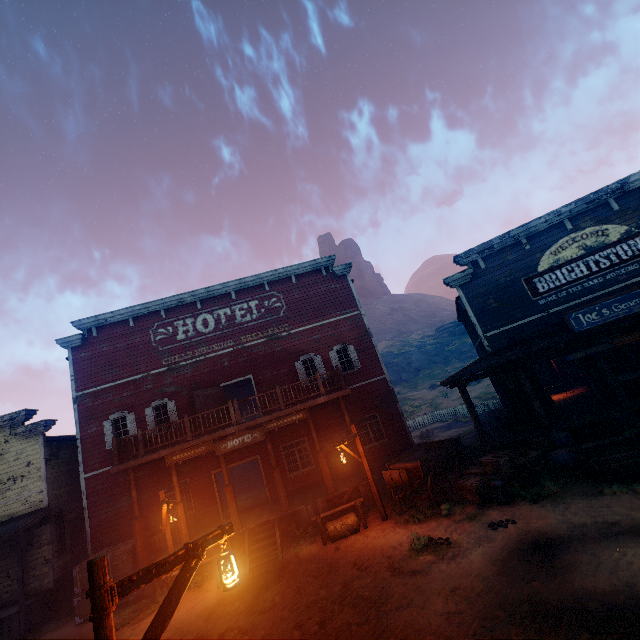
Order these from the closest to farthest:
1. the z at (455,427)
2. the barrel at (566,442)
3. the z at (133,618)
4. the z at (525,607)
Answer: the z at (525,607) → the z at (133,618) → the barrel at (566,442) → the z at (455,427)

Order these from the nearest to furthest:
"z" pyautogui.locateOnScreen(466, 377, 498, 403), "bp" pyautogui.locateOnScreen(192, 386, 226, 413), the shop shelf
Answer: "bp" pyautogui.locateOnScreen(192, 386, 226, 413), the shop shelf, "z" pyautogui.locateOnScreen(466, 377, 498, 403)

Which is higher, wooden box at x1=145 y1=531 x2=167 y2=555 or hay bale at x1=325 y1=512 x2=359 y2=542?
wooden box at x1=145 y1=531 x2=167 y2=555

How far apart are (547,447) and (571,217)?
9.7m

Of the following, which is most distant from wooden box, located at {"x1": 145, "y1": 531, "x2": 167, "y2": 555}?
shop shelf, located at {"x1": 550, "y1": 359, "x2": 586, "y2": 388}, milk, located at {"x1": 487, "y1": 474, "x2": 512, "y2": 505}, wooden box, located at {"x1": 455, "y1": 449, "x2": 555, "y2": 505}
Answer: shop shelf, located at {"x1": 550, "y1": 359, "x2": 586, "y2": 388}

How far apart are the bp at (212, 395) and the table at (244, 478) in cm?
957

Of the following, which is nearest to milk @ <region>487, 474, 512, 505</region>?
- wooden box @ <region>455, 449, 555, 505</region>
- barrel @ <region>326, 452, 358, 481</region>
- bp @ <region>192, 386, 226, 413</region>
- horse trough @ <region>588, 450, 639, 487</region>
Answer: wooden box @ <region>455, 449, 555, 505</region>

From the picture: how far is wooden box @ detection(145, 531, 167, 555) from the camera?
13.54m
